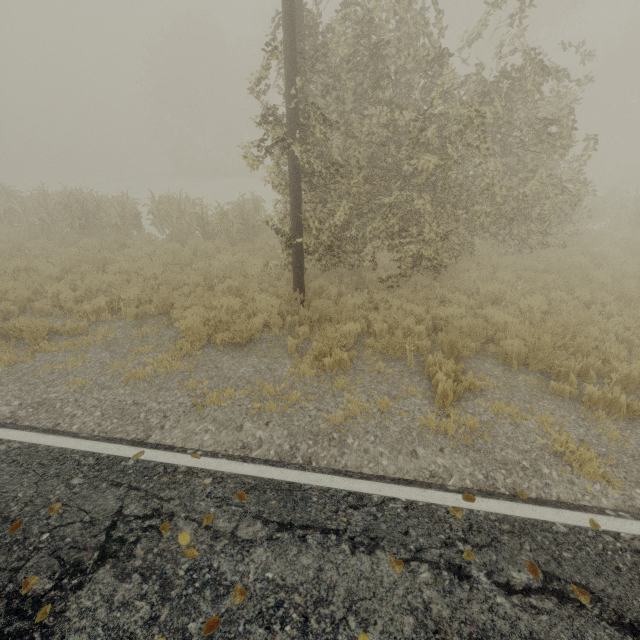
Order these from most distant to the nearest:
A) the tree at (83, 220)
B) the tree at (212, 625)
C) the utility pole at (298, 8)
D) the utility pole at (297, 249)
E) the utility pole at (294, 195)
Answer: the tree at (83, 220), the utility pole at (297, 249), the utility pole at (294, 195), the utility pole at (298, 8), the tree at (212, 625)

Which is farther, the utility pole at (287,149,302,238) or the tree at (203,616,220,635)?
the utility pole at (287,149,302,238)

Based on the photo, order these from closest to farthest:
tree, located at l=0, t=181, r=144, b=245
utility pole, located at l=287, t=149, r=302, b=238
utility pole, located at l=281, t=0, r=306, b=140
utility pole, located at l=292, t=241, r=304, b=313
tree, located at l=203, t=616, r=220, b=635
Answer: tree, located at l=203, t=616, r=220, b=635 < utility pole, located at l=281, t=0, r=306, b=140 < utility pole, located at l=287, t=149, r=302, b=238 < utility pole, located at l=292, t=241, r=304, b=313 < tree, located at l=0, t=181, r=144, b=245

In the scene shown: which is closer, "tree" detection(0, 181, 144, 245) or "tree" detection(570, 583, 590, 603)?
"tree" detection(570, 583, 590, 603)

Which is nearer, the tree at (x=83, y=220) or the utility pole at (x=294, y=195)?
the utility pole at (x=294, y=195)

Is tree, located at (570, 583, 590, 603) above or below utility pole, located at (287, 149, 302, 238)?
below

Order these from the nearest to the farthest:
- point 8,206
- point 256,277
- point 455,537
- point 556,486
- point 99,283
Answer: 1. point 455,537
2. point 556,486
3. point 99,283
4. point 256,277
5. point 8,206
